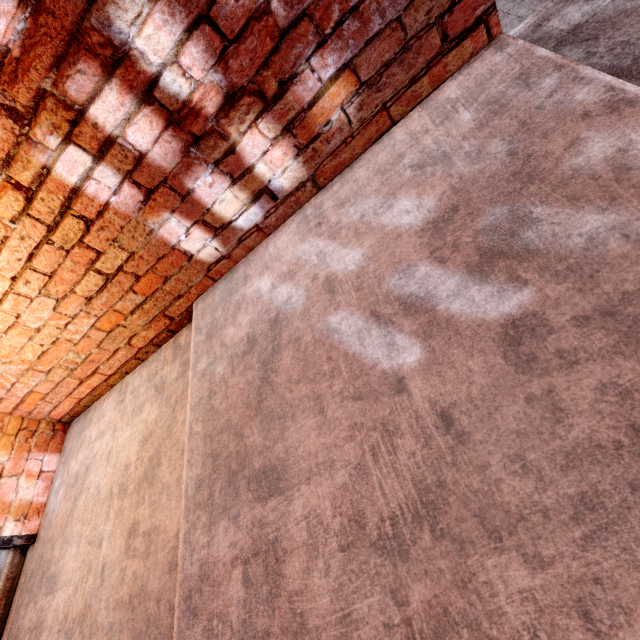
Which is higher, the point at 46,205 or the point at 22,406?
the point at 46,205
